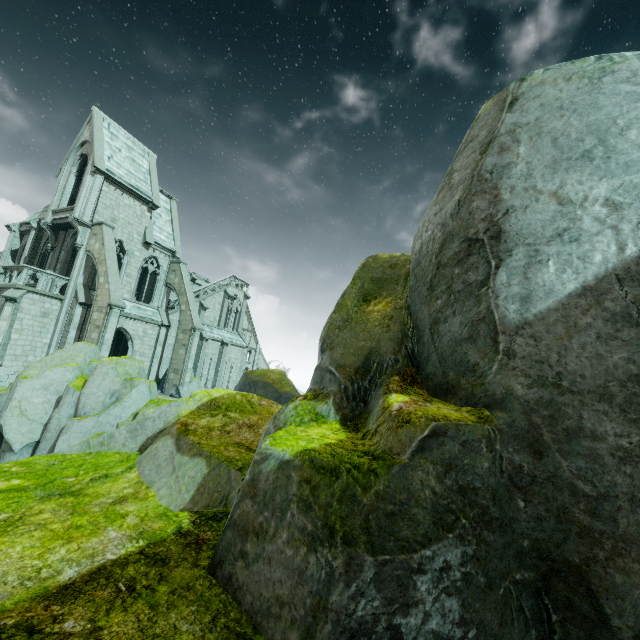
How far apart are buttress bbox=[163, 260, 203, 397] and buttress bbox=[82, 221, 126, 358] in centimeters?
590cm

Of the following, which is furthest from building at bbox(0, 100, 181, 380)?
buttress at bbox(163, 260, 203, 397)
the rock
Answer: the rock

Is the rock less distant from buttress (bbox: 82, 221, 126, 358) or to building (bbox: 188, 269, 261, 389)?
building (bbox: 188, 269, 261, 389)

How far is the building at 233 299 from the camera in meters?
33.5

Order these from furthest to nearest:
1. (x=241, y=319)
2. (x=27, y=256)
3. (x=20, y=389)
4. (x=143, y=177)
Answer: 1. (x=241, y=319)
2. (x=143, y=177)
3. (x=27, y=256)
4. (x=20, y=389)

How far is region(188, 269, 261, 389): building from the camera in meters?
33.5 m

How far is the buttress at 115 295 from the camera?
19.95m

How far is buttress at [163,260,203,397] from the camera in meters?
A: 25.7
